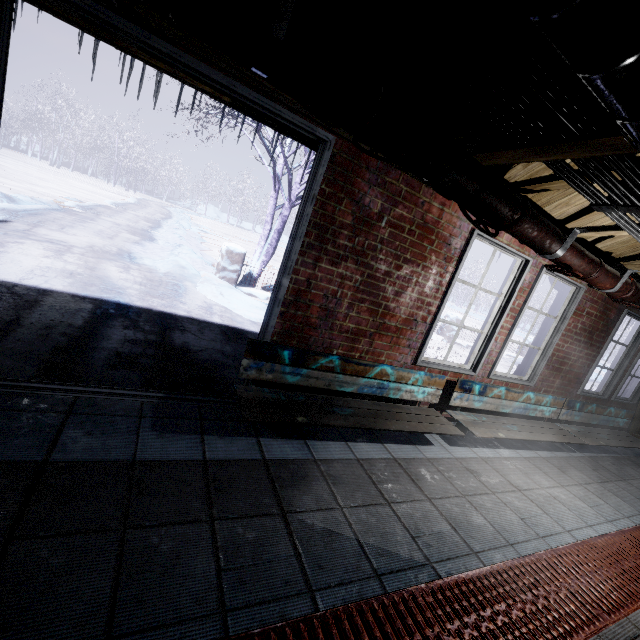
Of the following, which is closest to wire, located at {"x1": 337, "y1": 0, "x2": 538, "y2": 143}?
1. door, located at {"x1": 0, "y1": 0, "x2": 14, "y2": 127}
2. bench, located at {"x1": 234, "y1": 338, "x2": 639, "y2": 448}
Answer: door, located at {"x1": 0, "y1": 0, "x2": 14, "y2": 127}

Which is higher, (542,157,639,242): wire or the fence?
(542,157,639,242): wire

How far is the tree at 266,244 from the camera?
6.54m

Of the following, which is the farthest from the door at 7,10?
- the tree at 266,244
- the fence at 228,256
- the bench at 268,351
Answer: the fence at 228,256

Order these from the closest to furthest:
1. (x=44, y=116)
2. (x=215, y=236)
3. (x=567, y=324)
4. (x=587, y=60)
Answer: (x=587, y=60) → (x=567, y=324) → (x=215, y=236) → (x=44, y=116)

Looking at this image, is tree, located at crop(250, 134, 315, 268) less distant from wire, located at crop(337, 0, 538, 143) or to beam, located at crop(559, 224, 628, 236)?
beam, located at crop(559, 224, 628, 236)

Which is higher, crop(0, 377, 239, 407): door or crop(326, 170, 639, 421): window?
crop(326, 170, 639, 421): window

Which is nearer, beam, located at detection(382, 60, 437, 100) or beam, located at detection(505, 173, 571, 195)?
beam, located at detection(382, 60, 437, 100)
